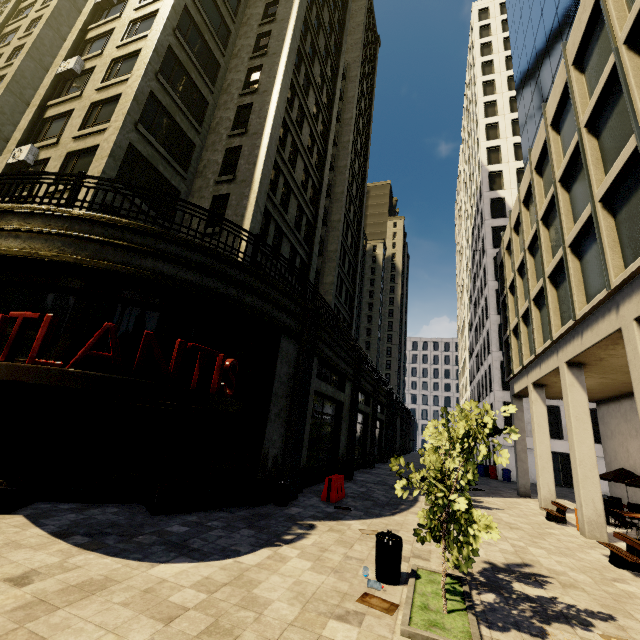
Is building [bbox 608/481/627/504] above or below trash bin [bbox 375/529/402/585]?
above

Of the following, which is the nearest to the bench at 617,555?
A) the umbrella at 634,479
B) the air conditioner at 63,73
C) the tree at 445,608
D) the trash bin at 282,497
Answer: the tree at 445,608

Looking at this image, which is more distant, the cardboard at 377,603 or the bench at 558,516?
the bench at 558,516

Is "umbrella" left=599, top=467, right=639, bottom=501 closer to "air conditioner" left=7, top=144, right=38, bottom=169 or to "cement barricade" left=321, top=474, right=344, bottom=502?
"cement barricade" left=321, top=474, right=344, bottom=502

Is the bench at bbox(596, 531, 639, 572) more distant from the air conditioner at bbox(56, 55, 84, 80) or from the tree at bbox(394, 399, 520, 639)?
the air conditioner at bbox(56, 55, 84, 80)

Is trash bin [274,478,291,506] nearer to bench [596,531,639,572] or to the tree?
the tree

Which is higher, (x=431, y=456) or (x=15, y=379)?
(x=15, y=379)

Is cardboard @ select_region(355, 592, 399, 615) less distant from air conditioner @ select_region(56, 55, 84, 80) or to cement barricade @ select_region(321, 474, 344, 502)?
cement barricade @ select_region(321, 474, 344, 502)
